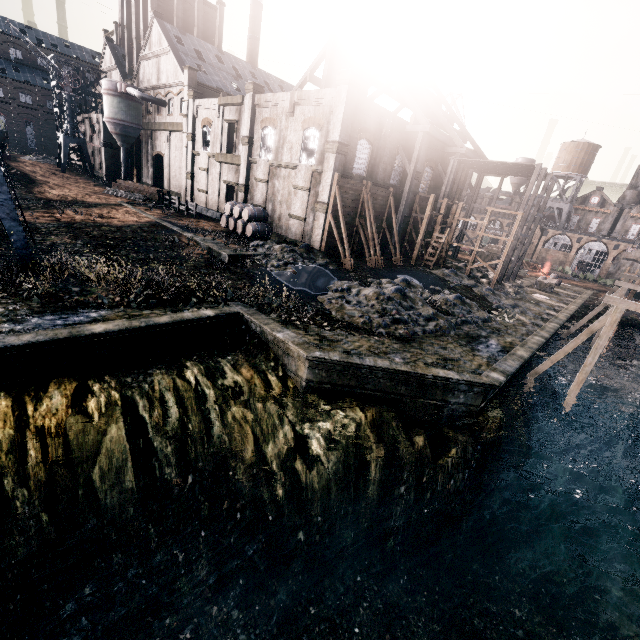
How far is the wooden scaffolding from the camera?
31.8m

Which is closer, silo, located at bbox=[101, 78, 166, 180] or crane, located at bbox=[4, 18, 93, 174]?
silo, located at bbox=[101, 78, 166, 180]

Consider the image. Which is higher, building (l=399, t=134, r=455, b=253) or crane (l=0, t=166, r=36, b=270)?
building (l=399, t=134, r=455, b=253)

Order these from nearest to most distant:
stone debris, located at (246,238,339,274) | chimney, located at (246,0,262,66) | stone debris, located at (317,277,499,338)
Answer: stone debris, located at (317,277,499,338), stone debris, located at (246,238,339,274), chimney, located at (246,0,262,66)

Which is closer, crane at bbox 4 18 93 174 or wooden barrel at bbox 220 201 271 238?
wooden barrel at bbox 220 201 271 238

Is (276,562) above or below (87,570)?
below

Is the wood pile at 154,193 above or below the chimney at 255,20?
below

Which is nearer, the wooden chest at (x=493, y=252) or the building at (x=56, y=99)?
the wooden chest at (x=493, y=252)
